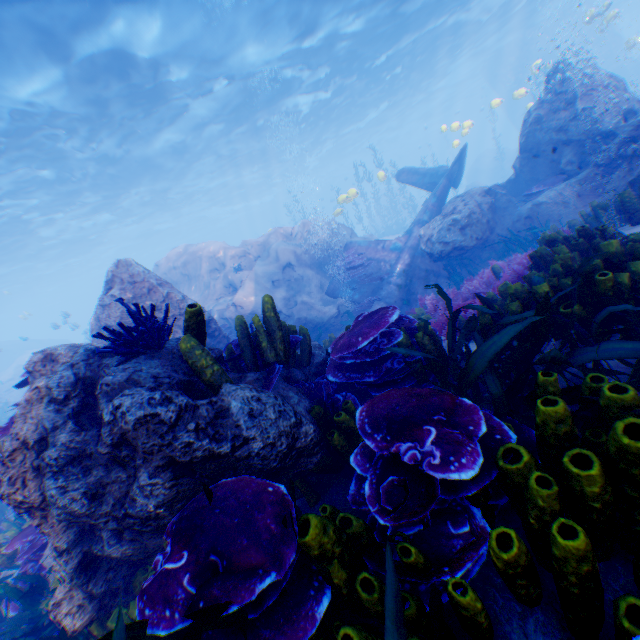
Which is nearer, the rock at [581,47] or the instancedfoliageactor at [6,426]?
the instancedfoliageactor at [6,426]

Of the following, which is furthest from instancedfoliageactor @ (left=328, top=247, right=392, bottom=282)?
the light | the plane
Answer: the light

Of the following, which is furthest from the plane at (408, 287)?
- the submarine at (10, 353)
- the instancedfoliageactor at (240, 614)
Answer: the submarine at (10, 353)

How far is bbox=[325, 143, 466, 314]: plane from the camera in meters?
11.2 m

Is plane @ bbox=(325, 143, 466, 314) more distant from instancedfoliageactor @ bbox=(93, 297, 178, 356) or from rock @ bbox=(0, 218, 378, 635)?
instancedfoliageactor @ bbox=(93, 297, 178, 356)

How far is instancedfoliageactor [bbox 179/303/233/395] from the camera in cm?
258

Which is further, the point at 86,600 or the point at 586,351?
the point at 86,600
